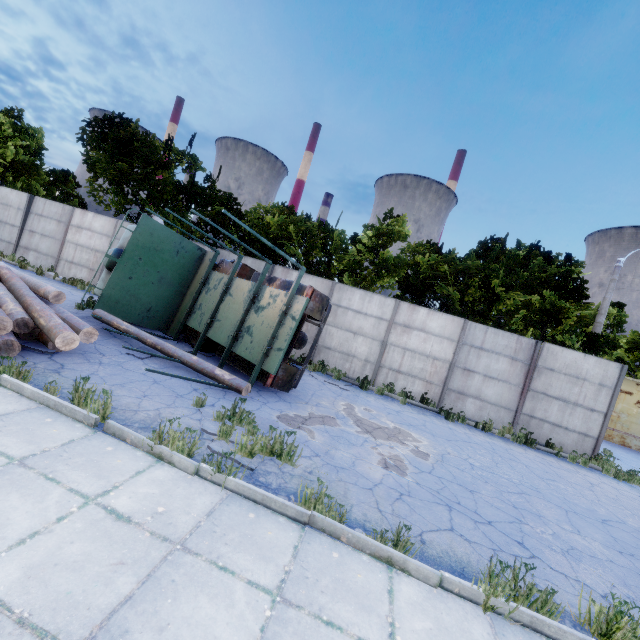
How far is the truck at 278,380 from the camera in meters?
7.9 m

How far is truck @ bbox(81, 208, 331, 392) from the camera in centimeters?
793cm

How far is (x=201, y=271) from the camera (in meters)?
11.27

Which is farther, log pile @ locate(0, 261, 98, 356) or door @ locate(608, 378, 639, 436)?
door @ locate(608, 378, 639, 436)

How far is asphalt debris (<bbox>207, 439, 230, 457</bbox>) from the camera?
4.5 meters

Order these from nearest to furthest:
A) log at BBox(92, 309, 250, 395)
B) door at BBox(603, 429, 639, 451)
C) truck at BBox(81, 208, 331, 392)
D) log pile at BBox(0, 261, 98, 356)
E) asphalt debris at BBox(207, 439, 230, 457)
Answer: asphalt debris at BBox(207, 439, 230, 457), log pile at BBox(0, 261, 98, 356), log at BBox(92, 309, 250, 395), truck at BBox(81, 208, 331, 392), door at BBox(603, 429, 639, 451)

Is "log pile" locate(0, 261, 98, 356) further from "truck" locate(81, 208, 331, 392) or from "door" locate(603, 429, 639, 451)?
"door" locate(603, 429, 639, 451)

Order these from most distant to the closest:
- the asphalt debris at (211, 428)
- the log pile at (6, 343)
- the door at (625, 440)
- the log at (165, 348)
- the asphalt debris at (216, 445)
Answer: the door at (625, 440) → the log at (165, 348) → the log pile at (6, 343) → the asphalt debris at (211, 428) → the asphalt debris at (216, 445)
